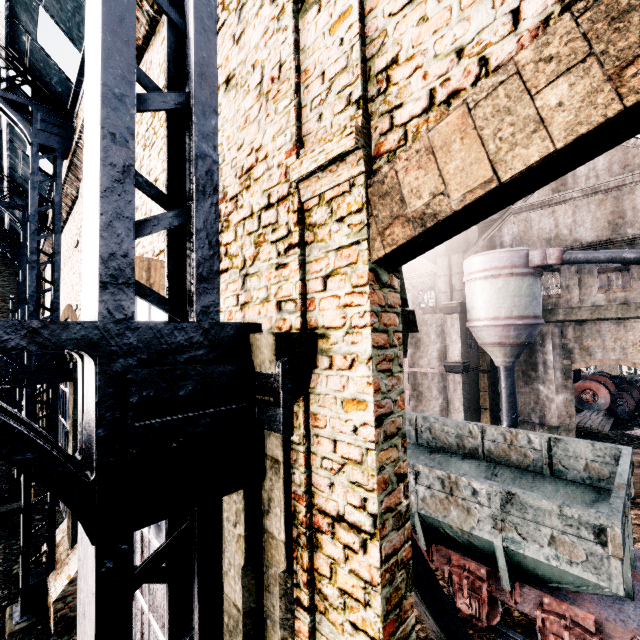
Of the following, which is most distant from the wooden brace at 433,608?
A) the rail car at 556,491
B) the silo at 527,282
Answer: the silo at 527,282

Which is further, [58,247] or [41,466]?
[58,247]

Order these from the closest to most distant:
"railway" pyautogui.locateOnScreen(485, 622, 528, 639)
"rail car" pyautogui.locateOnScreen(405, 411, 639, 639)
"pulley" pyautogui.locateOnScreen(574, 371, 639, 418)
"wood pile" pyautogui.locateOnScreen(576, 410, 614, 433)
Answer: "rail car" pyautogui.locateOnScreen(405, 411, 639, 639)
"railway" pyautogui.locateOnScreen(485, 622, 528, 639)
"wood pile" pyautogui.locateOnScreen(576, 410, 614, 433)
"pulley" pyautogui.locateOnScreen(574, 371, 639, 418)

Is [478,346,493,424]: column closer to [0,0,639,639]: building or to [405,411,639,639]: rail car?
[0,0,639,639]: building

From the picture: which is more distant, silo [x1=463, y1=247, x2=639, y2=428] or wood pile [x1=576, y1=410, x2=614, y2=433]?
wood pile [x1=576, y1=410, x2=614, y2=433]

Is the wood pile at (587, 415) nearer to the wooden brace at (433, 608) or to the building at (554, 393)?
the building at (554, 393)

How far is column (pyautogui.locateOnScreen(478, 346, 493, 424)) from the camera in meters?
26.6

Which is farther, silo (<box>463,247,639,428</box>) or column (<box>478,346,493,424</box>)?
column (<box>478,346,493,424</box>)
